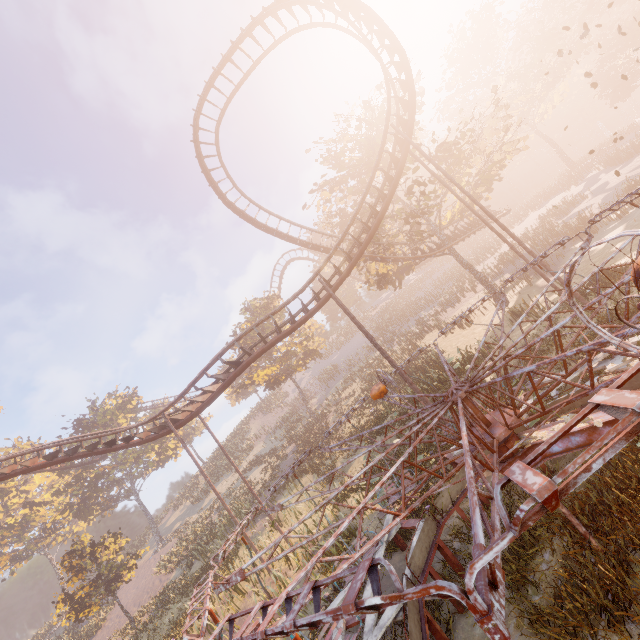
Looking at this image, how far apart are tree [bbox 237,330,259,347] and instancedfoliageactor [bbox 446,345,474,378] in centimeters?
2478cm

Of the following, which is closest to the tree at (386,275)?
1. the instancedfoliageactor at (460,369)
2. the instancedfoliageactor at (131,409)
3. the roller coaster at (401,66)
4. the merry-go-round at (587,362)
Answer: the roller coaster at (401,66)

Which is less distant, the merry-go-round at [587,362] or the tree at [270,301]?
the merry-go-round at [587,362]

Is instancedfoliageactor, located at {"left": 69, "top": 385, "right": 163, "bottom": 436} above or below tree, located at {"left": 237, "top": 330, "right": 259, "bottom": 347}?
above

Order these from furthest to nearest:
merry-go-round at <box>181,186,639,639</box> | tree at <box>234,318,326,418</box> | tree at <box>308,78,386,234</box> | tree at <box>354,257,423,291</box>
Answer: tree at <box>234,318,326,418</box> → tree at <box>354,257,423,291</box> → tree at <box>308,78,386,234</box> → merry-go-round at <box>181,186,639,639</box>

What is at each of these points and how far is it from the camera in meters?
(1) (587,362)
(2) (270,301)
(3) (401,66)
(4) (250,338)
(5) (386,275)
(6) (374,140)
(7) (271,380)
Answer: (1) merry-go-round, 3.2
(2) tree, 37.1
(3) roller coaster, 15.2
(4) tree, 39.4
(5) tree, 27.9
(6) tree, 24.2
(7) tree, 33.7

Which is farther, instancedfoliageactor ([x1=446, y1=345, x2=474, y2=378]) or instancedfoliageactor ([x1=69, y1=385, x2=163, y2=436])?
instancedfoliageactor ([x1=69, y1=385, x2=163, y2=436])

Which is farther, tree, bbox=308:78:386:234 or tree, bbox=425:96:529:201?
tree, bbox=308:78:386:234
